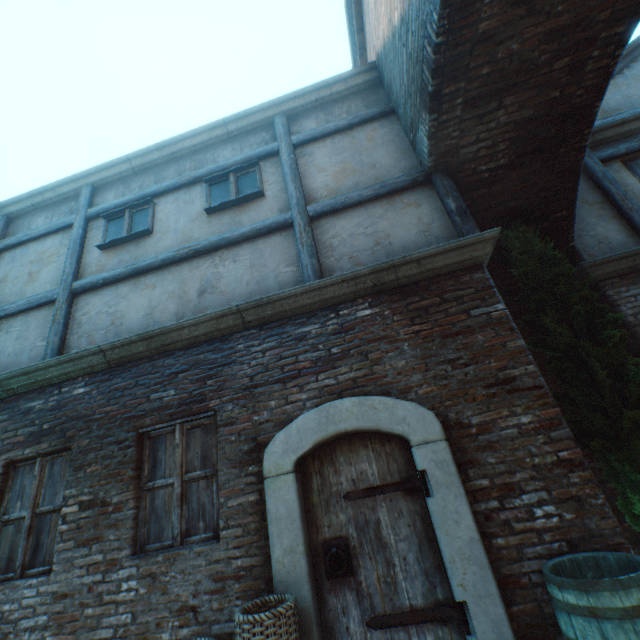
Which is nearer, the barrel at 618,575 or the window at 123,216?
the barrel at 618,575

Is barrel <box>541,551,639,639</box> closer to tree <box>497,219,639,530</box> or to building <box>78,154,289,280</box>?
building <box>78,154,289,280</box>

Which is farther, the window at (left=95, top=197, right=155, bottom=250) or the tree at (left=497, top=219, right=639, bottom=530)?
the window at (left=95, top=197, right=155, bottom=250)

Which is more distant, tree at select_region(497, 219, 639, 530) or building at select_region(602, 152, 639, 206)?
building at select_region(602, 152, 639, 206)

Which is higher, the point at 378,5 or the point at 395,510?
the point at 378,5

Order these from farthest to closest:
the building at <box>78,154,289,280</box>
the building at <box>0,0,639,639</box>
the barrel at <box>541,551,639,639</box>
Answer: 1. the building at <box>78,154,289,280</box>
2. the building at <box>0,0,639,639</box>
3. the barrel at <box>541,551,639,639</box>

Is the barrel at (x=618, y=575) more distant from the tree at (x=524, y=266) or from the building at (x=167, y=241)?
the tree at (x=524, y=266)

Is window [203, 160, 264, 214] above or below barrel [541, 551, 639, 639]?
above
